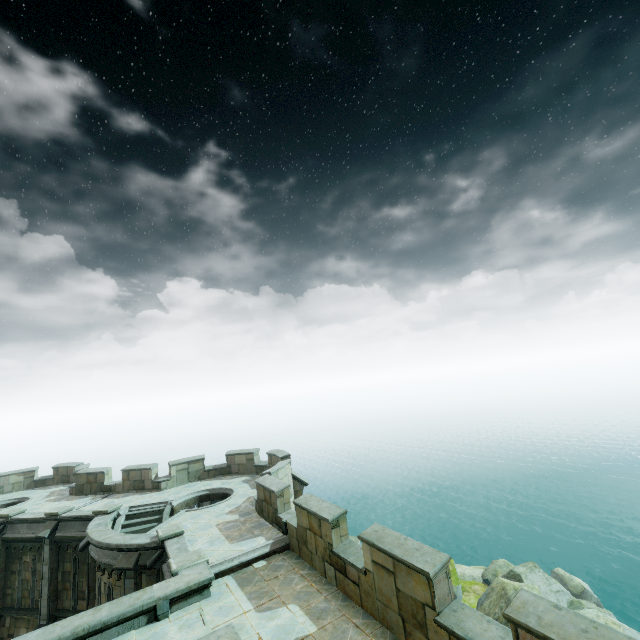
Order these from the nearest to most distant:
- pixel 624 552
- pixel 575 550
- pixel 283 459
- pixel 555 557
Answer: pixel 283 459 < pixel 555 557 < pixel 624 552 < pixel 575 550

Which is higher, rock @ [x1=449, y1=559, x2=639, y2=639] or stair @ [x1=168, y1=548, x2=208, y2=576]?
stair @ [x1=168, y1=548, x2=208, y2=576]

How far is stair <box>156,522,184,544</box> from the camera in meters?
12.4 m

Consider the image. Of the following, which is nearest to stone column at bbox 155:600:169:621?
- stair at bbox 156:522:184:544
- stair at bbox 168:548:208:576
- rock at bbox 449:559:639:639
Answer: stair at bbox 168:548:208:576

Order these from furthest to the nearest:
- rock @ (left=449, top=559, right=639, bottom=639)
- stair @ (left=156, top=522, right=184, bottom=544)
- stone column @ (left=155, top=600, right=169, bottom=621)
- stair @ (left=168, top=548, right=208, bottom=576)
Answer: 1. rock @ (left=449, top=559, right=639, bottom=639)
2. stair @ (left=156, top=522, right=184, bottom=544)
3. stair @ (left=168, top=548, right=208, bottom=576)
4. stone column @ (left=155, top=600, right=169, bottom=621)

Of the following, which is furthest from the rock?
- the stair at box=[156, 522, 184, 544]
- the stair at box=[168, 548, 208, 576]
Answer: the stair at box=[156, 522, 184, 544]

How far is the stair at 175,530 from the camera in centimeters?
1238cm

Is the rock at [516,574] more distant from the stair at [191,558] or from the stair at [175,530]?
the stair at [175,530]
